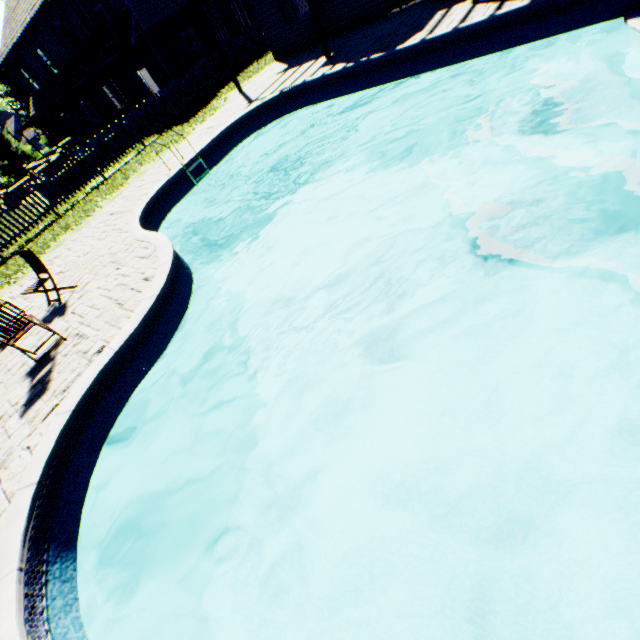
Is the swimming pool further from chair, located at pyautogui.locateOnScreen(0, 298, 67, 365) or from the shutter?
the shutter

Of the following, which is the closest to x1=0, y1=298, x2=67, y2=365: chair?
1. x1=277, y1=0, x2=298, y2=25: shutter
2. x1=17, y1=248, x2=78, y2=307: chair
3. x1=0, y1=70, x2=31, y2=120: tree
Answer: x1=17, y1=248, x2=78, y2=307: chair

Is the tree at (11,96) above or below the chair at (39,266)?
above

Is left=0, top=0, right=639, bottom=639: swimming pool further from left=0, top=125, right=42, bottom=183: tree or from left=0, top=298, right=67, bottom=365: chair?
left=0, top=125, right=42, bottom=183: tree

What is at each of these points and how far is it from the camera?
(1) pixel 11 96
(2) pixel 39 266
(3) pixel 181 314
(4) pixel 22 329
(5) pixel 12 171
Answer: (1) tree, 31.8m
(2) chair, 6.9m
(3) swimming pool, 6.0m
(4) chair, 5.4m
(5) tree, 33.8m

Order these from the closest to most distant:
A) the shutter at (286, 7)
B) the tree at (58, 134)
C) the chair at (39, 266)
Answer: the chair at (39, 266) → the shutter at (286, 7) → the tree at (58, 134)

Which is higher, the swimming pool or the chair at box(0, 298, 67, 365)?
the chair at box(0, 298, 67, 365)

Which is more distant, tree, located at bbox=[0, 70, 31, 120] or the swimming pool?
tree, located at bbox=[0, 70, 31, 120]
